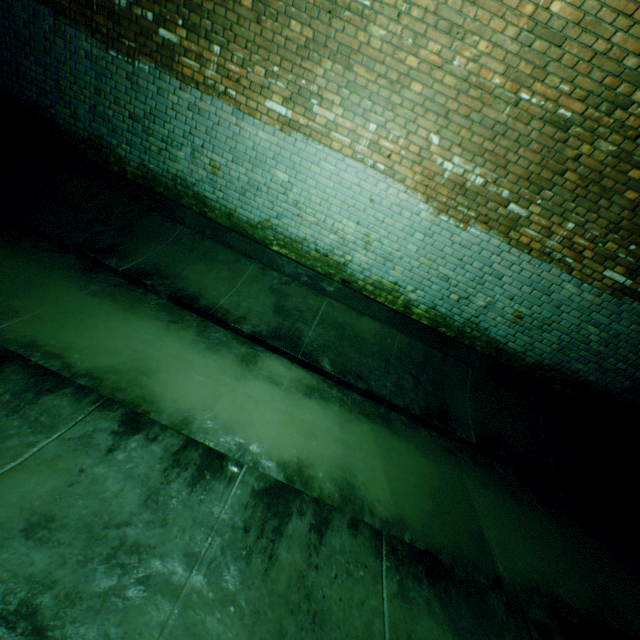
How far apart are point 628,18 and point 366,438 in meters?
4.5 m
